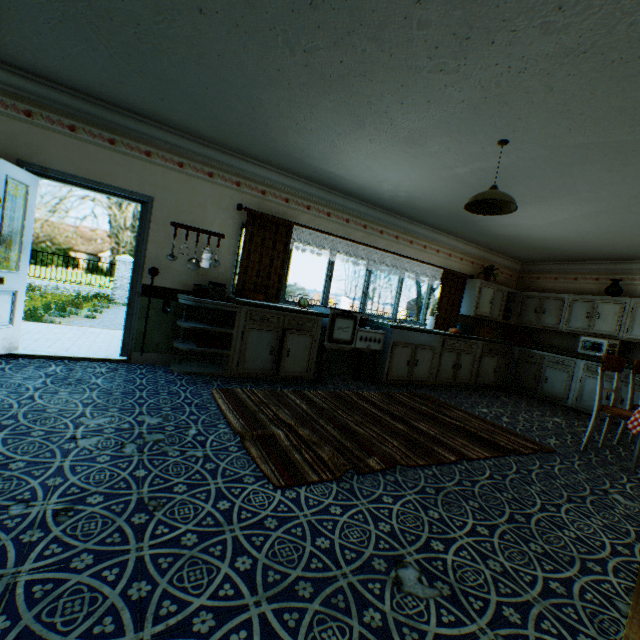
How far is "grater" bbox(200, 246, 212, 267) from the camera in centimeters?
469cm

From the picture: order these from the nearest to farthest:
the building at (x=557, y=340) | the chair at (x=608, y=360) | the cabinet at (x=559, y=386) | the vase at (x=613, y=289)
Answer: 1. the chair at (x=608, y=360)
2. the cabinet at (x=559, y=386)
3. the vase at (x=613, y=289)
4. the building at (x=557, y=340)

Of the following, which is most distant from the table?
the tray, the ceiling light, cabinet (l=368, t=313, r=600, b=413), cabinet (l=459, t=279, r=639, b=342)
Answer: the tray

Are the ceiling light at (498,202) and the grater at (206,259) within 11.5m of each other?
yes

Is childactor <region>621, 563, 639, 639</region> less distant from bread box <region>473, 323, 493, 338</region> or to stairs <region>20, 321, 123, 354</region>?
stairs <region>20, 321, 123, 354</region>

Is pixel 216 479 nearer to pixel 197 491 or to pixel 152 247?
pixel 197 491

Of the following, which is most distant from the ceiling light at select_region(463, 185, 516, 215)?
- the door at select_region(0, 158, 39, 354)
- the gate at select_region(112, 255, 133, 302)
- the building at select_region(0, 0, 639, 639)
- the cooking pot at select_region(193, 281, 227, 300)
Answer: the gate at select_region(112, 255, 133, 302)

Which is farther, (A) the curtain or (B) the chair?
(A) the curtain
